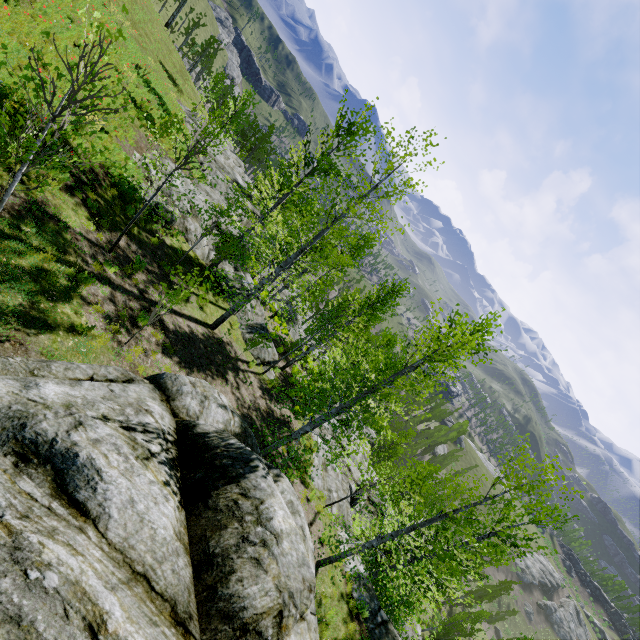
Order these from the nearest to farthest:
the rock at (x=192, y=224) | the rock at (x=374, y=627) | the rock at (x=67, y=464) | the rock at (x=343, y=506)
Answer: the rock at (x=67, y=464) < the rock at (x=374, y=627) < the rock at (x=343, y=506) < the rock at (x=192, y=224)

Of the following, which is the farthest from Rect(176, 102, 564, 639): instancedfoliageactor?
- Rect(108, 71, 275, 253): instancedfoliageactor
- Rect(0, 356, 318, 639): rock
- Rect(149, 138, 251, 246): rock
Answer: Rect(0, 356, 318, 639): rock

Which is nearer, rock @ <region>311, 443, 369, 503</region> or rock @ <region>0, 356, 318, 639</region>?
rock @ <region>0, 356, 318, 639</region>

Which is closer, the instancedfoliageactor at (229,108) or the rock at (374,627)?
the instancedfoliageactor at (229,108)

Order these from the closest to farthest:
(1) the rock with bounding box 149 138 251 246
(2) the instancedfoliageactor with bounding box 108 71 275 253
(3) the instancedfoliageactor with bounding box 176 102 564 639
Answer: (2) the instancedfoliageactor with bounding box 108 71 275 253
(3) the instancedfoliageactor with bounding box 176 102 564 639
(1) the rock with bounding box 149 138 251 246

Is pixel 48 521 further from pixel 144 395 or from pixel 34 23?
pixel 34 23

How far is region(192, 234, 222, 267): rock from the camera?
17.1 meters

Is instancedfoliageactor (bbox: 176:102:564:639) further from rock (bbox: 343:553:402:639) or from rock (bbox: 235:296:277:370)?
rock (bbox: 235:296:277:370)
